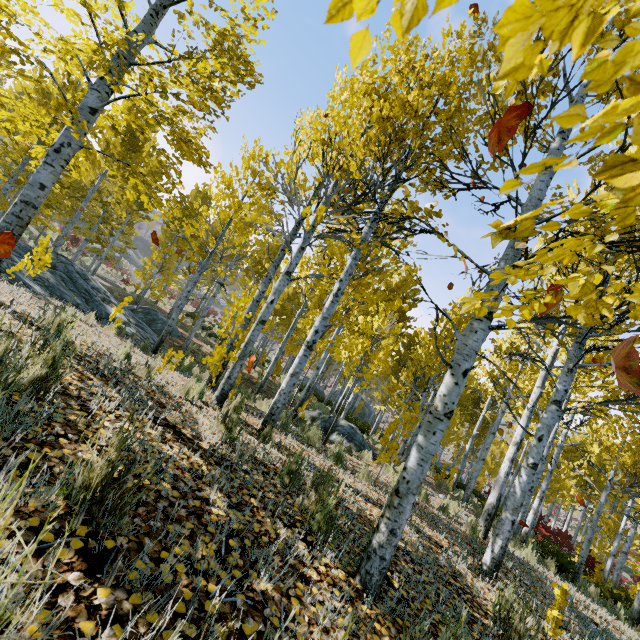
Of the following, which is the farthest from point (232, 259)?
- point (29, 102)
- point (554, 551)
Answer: point (554, 551)

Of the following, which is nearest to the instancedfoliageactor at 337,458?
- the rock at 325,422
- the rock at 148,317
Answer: the rock at 325,422

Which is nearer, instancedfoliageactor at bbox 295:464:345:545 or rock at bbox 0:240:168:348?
instancedfoliageactor at bbox 295:464:345:545

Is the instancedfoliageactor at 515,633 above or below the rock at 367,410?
above

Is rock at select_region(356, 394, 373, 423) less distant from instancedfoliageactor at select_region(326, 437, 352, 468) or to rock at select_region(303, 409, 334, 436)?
instancedfoliageactor at select_region(326, 437, 352, 468)

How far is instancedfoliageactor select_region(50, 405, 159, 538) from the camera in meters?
1.4

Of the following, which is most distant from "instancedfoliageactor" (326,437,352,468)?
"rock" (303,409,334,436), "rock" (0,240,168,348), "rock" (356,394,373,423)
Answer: "rock" (0,240,168,348)
